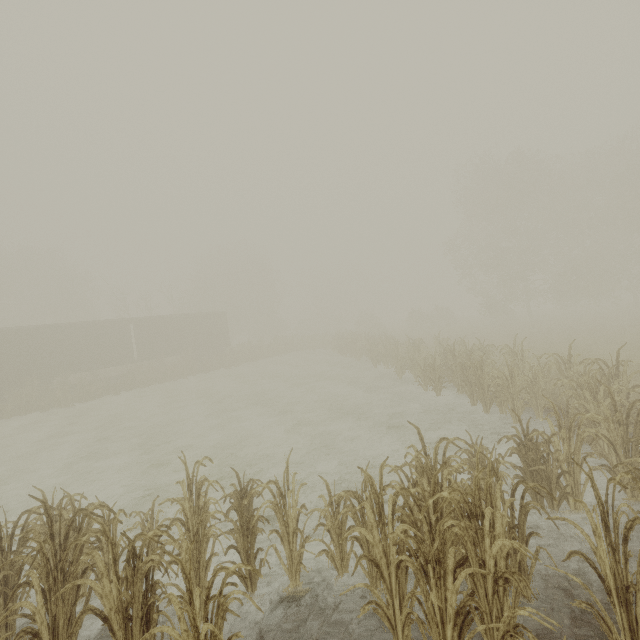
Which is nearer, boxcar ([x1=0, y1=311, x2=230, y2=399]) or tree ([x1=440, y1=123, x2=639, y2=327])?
boxcar ([x1=0, y1=311, x2=230, y2=399])

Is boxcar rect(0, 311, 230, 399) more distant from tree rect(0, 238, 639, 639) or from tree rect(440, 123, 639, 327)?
tree rect(440, 123, 639, 327)

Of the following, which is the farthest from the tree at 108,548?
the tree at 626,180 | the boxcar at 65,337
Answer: the boxcar at 65,337

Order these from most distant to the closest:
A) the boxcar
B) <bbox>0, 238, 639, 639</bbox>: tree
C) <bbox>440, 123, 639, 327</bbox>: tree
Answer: <bbox>440, 123, 639, 327</bbox>: tree → the boxcar → <bbox>0, 238, 639, 639</bbox>: tree

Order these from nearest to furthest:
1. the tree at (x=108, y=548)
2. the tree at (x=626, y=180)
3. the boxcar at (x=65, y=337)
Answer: the tree at (x=108, y=548)
the boxcar at (x=65, y=337)
the tree at (x=626, y=180)

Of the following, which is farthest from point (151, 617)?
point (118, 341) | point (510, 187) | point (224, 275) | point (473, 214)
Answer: point (224, 275)

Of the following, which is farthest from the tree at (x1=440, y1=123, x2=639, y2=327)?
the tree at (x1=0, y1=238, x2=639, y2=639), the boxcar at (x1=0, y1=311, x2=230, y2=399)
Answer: the boxcar at (x1=0, y1=311, x2=230, y2=399)
